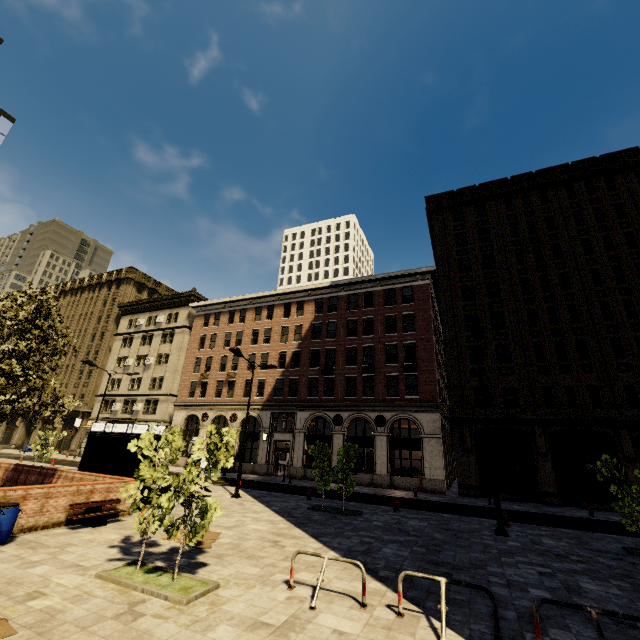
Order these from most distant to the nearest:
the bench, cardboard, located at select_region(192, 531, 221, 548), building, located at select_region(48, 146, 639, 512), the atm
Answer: building, located at select_region(48, 146, 639, 512), the atm, the bench, cardboard, located at select_region(192, 531, 221, 548)

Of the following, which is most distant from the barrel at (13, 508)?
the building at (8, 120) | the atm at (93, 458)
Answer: the building at (8, 120)

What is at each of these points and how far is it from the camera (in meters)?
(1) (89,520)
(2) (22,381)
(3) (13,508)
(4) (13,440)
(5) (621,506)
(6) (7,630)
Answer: (1) bench, 10.50
(2) tree, 10.85
(3) barrel, 8.48
(4) building, 49.44
(5) tree, 12.06
(6) cardboard, 4.77

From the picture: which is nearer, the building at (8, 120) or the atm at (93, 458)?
the atm at (93, 458)

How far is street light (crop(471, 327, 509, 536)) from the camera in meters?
12.9

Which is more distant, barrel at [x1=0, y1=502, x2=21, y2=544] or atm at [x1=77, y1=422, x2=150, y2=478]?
atm at [x1=77, y1=422, x2=150, y2=478]

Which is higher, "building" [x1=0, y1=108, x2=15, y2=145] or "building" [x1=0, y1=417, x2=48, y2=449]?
"building" [x1=0, y1=108, x2=15, y2=145]

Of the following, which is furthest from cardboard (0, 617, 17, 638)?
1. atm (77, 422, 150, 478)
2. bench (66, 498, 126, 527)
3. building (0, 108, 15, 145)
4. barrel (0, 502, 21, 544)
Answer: building (0, 108, 15, 145)
